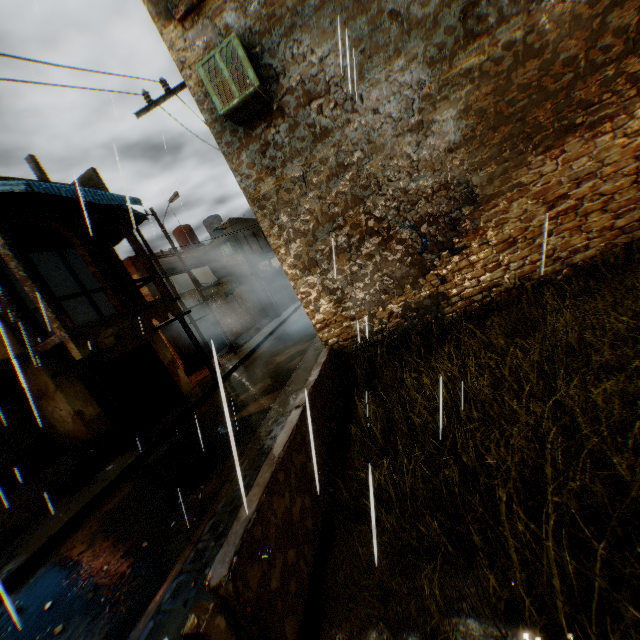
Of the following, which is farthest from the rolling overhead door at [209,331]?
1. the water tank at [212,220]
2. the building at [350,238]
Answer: the water tank at [212,220]

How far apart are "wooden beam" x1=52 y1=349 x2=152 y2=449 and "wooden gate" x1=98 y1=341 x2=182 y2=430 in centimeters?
60cm

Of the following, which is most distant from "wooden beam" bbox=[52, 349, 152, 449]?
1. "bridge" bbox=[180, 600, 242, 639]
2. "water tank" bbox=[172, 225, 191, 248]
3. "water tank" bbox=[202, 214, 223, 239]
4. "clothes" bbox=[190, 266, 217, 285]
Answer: "water tank" bbox=[202, 214, 223, 239]

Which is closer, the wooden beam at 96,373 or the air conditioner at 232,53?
the air conditioner at 232,53

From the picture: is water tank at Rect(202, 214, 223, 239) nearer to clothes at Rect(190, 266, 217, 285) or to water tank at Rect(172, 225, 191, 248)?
water tank at Rect(172, 225, 191, 248)

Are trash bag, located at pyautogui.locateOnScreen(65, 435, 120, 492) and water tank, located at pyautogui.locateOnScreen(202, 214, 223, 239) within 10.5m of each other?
no

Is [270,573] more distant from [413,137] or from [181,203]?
[181,203]

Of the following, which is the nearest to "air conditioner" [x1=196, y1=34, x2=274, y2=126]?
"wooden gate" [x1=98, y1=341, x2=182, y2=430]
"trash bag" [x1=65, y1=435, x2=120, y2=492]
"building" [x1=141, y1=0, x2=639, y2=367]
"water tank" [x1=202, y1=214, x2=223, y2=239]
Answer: "building" [x1=141, y1=0, x2=639, y2=367]
